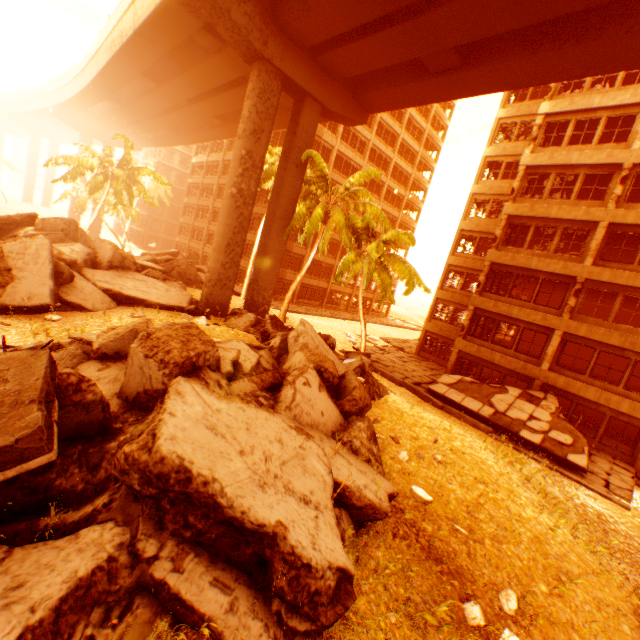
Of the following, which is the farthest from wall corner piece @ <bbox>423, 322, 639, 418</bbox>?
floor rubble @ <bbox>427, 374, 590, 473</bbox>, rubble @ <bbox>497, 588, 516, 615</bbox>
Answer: rubble @ <bbox>497, 588, 516, 615</bbox>

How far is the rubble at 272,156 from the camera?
23.5 meters

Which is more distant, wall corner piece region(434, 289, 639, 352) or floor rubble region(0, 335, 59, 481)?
wall corner piece region(434, 289, 639, 352)

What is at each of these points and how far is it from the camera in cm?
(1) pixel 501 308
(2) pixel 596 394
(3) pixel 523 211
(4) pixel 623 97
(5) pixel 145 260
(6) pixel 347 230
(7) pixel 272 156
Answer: (1) wall corner piece, 1977
(2) wall corner piece, 1638
(3) wall corner piece, 1938
(4) wall corner piece, 1662
(5) rock pile, 2509
(6) rubble, 1812
(7) rubble, 2503

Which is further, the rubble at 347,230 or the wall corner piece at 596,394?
the rubble at 347,230

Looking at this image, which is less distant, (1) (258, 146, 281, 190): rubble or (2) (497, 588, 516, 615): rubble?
(2) (497, 588, 516, 615): rubble

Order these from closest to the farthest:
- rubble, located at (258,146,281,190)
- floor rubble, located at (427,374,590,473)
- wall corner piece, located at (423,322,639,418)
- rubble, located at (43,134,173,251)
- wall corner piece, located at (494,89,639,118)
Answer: floor rubble, located at (427,374,590,473), wall corner piece, located at (423,322,639,418), wall corner piece, located at (494,89,639,118), rubble, located at (258,146,281,190), rubble, located at (43,134,173,251)

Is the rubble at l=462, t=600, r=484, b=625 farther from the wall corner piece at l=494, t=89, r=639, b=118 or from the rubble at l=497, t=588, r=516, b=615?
the wall corner piece at l=494, t=89, r=639, b=118
